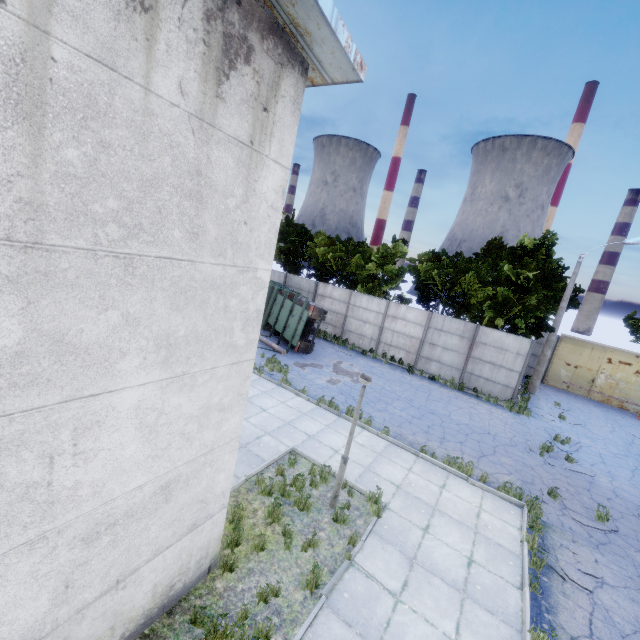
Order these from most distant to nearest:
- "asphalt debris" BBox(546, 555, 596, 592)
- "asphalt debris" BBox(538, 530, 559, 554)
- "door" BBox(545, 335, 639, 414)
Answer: "door" BBox(545, 335, 639, 414) → "asphalt debris" BBox(538, 530, 559, 554) → "asphalt debris" BBox(546, 555, 596, 592)

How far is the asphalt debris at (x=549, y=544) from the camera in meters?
7.7 m

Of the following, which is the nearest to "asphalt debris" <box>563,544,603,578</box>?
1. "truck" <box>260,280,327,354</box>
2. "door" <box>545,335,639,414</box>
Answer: "truck" <box>260,280,327,354</box>

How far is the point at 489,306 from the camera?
20.3 meters

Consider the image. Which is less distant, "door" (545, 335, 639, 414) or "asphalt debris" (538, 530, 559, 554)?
"asphalt debris" (538, 530, 559, 554)

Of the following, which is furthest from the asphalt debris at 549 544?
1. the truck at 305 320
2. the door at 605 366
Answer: the door at 605 366
